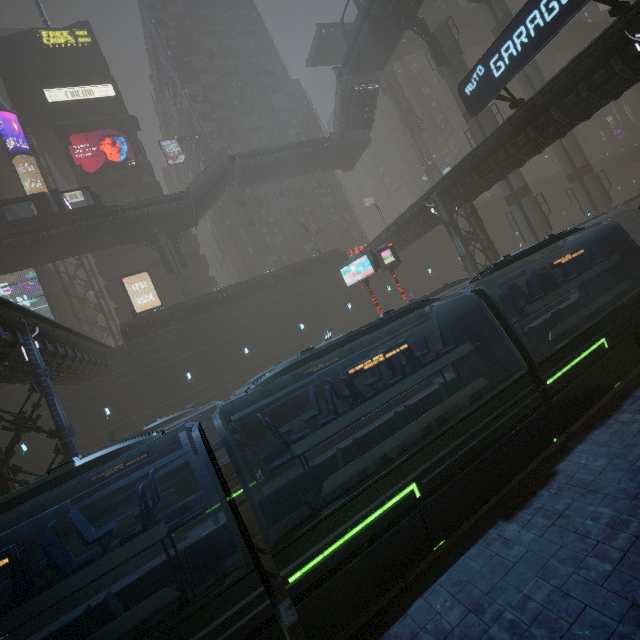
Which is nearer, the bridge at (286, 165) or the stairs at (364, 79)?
the stairs at (364, 79)

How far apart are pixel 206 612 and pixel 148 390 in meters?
25.4 m

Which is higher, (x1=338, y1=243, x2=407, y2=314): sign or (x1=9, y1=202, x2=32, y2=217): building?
(x1=9, y1=202, x2=32, y2=217): building

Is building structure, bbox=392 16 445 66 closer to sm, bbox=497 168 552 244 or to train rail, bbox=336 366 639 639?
Answer: sm, bbox=497 168 552 244

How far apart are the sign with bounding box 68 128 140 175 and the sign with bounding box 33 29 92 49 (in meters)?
13.54

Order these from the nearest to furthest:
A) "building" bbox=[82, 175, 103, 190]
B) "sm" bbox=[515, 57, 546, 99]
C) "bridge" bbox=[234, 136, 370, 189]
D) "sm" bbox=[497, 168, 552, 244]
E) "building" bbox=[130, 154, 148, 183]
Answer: "sm" bbox=[497, 168, 552, 244], "sm" bbox=[515, 57, 546, 99], "bridge" bbox=[234, 136, 370, 189], "building" bbox=[82, 175, 103, 190], "building" bbox=[130, 154, 148, 183]

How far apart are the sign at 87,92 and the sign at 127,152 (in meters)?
5.55

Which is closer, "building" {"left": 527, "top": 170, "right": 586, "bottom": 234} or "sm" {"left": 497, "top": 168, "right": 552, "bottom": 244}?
"sm" {"left": 497, "top": 168, "right": 552, "bottom": 244}
